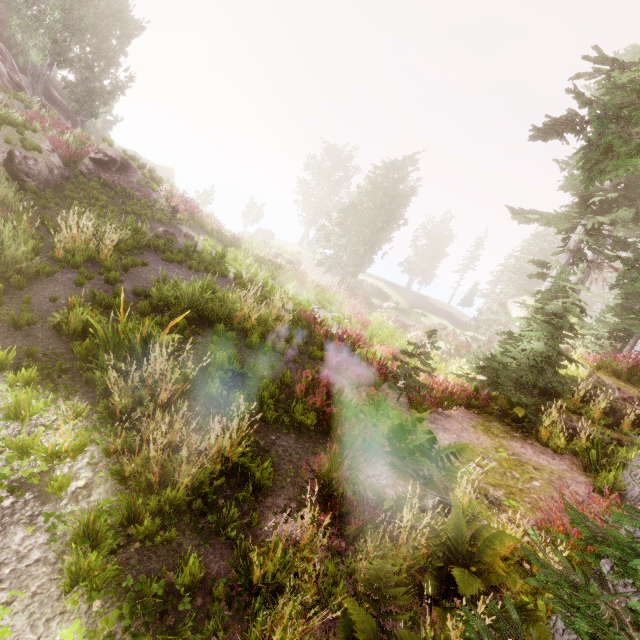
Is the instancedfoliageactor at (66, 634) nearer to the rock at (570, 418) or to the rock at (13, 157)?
the rock at (570, 418)

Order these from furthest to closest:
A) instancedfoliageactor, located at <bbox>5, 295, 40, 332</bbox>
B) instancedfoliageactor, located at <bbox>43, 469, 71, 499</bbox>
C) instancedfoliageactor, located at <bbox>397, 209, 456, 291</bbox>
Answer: instancedfoliageactor, located at <bbox>397, 209, 456, 291</bbox>
instancedfoliageactor, located at <bbox>5, 295, 40, 332</bbox>
instancedfoliageactor, located at <bbox>43, 469, 71, 499</bbox>

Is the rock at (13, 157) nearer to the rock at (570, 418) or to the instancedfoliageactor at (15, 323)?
the instancedfoliageactor at (15, 323)

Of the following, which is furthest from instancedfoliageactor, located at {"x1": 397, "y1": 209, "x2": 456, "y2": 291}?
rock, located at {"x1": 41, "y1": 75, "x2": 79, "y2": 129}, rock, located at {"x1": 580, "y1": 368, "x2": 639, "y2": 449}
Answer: rock, located at {"x1": 41, "y1": 75, "x2": 79, "y2": 129}

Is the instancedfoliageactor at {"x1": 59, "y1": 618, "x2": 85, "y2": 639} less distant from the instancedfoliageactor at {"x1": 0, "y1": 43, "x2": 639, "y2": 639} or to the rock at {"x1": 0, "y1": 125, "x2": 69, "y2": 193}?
the instancedfoliageactor at {"x1": 0, "y1": 43, "x2": 639, "y2": 639}

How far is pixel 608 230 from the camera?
9.10m

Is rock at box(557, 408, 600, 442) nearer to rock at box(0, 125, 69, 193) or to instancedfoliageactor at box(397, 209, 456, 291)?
instancedfoliageactor at box(397, 209, 456, 291)
